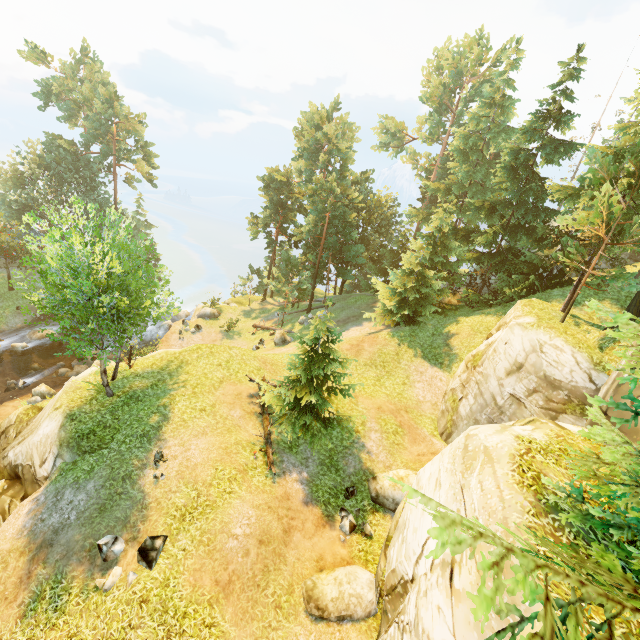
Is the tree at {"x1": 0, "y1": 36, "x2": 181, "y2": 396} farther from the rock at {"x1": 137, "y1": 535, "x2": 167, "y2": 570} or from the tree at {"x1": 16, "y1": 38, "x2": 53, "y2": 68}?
the rock at {"x1": 137, "y1": 535, "x2": 167, "y2": 570}

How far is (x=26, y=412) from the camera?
18.8 meters

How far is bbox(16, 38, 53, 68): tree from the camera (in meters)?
34.66

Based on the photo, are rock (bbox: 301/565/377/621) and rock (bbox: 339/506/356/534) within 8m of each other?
yes

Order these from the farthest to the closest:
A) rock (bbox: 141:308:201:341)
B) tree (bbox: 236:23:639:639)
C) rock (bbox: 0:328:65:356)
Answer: rock (bbox: 141:308:201:341), rock (bbox: 0:328:65:356), tree (bbox: 236:23:639:639)

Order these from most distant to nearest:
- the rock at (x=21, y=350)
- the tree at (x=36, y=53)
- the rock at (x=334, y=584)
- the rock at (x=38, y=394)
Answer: the tree at (x=36, y=53) → the rock at (x=21, y=350) → the rock at (x=38, y=394) → the rock at (x=334, y=584)

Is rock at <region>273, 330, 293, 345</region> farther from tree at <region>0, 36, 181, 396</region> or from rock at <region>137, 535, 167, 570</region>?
rock at <region>137, 535, 167, 570</region>

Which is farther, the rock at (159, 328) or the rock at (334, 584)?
the rock at (159, 328)
